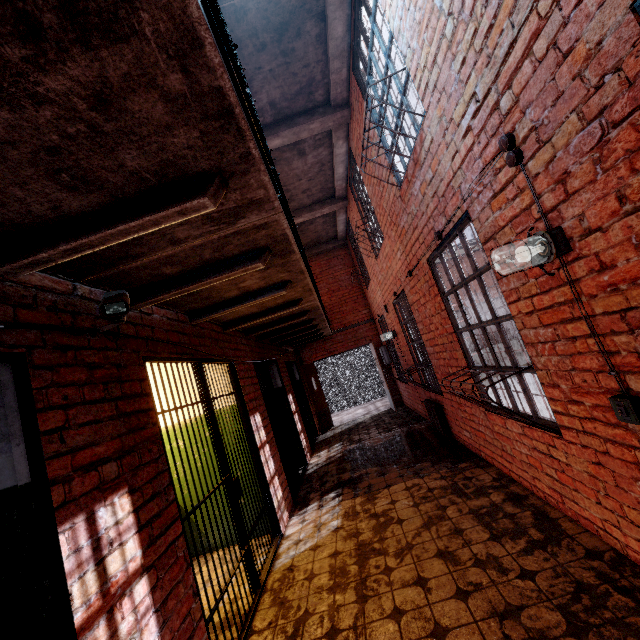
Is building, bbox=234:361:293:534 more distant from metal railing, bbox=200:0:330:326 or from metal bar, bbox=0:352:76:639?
metal railing, bbox=200:0:330:326

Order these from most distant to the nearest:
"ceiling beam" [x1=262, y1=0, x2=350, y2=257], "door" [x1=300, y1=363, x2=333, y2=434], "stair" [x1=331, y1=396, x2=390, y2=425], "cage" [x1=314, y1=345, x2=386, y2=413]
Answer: "cage" [x1=314, y1=345, x2=386, y2=413]
"stair" [x1=331, y1=396, x2=390, y2=425]
"door" [x1=300, y1=363, x2=333, y2=434]
"ceiling beam" [x1=262, y1=0, x2=350, y2=257]

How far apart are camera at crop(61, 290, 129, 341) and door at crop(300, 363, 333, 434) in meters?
8.1 m

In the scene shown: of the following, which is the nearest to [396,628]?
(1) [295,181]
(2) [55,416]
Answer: (2) [55,416]

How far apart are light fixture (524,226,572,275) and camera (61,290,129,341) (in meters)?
2.22

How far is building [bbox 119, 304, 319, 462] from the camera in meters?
2.7 m

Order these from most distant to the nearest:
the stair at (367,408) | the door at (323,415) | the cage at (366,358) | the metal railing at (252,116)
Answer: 1. the cage at (366,358)
2. the stair at (367,408)
3. the door at (323,415)
4. the metal railing at (252,116)

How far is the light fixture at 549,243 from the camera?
1.8m
